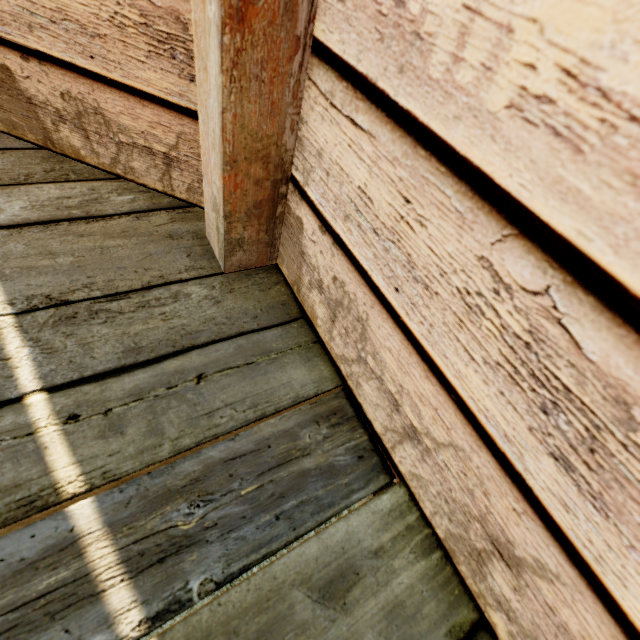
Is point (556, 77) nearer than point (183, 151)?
Yes
